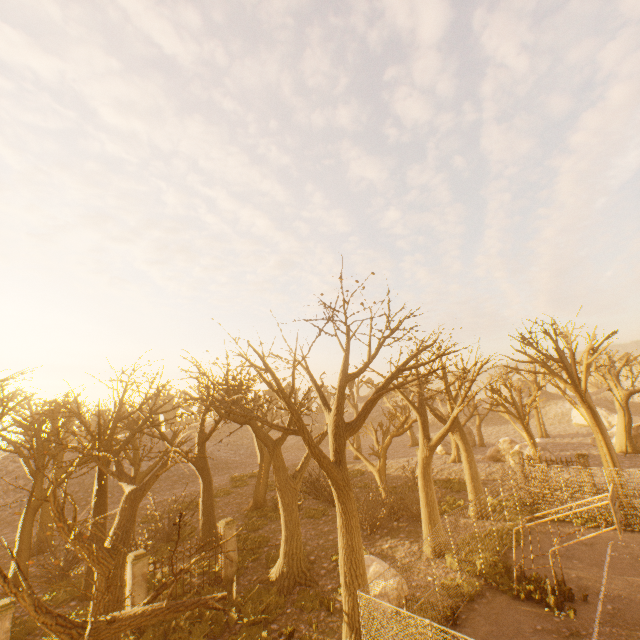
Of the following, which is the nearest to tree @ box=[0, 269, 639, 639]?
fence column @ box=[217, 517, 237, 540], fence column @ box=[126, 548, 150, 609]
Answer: fence column @ box=[217, 517, 237, 540]

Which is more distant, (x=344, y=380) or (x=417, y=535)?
(x=417, y=535)

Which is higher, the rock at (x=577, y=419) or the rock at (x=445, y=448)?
the rock at (x=577, y=419)

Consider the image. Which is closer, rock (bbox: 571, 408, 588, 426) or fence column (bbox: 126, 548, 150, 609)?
fence column (bbox: 126, 548, 150, 609)

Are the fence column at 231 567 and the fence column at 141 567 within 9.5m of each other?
yes

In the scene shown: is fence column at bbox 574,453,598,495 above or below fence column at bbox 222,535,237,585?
above

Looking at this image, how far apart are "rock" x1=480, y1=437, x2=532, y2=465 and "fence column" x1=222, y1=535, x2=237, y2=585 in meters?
28.3

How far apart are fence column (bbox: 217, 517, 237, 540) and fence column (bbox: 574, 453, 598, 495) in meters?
22.5 m
